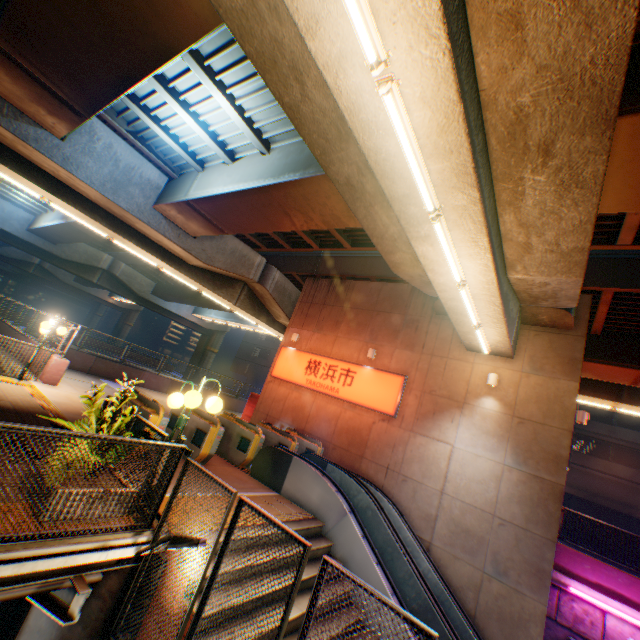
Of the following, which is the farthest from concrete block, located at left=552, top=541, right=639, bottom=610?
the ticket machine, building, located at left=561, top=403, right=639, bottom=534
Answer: building, located at left=561, top=403, right=639, bottom=534

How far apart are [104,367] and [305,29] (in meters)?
18.80

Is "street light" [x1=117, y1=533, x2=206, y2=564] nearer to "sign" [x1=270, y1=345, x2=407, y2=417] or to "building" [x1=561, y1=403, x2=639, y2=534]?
"sign" [x1=270, y1=345, x2=407, y2=417]

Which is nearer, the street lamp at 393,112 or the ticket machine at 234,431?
the street lamp at 393,112

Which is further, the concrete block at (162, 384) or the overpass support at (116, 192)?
the concrete block at (162, 384)

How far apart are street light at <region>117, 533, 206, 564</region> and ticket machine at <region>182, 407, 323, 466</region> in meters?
5.2 m

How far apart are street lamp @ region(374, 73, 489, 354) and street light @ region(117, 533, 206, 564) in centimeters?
570cm

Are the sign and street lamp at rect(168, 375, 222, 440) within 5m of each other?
no
